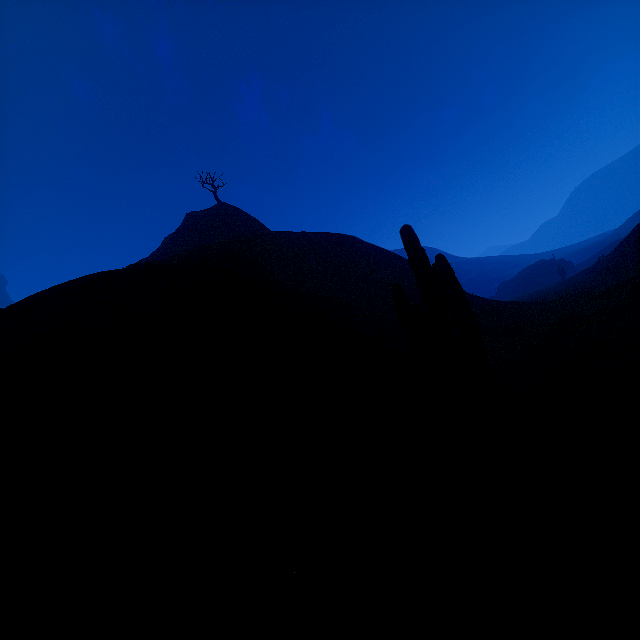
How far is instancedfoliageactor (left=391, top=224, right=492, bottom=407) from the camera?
6.2 meters

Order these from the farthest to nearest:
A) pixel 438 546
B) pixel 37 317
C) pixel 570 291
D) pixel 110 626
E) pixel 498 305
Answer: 1. pixel 570 291
2. pixel 498 305
3. pixel 37 317
4. pixel 110 626
5. pixel 438 546

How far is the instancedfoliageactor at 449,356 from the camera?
6.22m

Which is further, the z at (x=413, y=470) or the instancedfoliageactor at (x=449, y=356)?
the instancedfoliageactor at (x=449, y=356)

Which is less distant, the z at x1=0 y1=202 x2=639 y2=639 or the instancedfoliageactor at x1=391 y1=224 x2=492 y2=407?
the z at x1=0 y1=202 x2=639 y2=639
